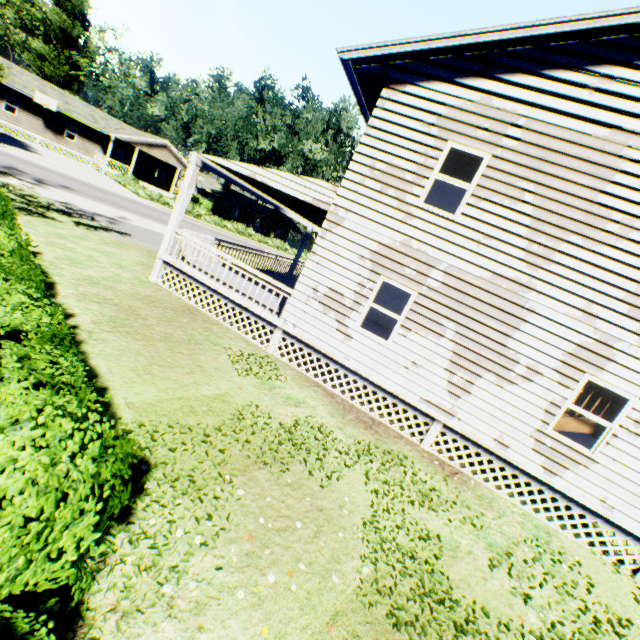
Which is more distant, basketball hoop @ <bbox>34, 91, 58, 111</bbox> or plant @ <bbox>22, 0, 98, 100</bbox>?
plant @ <bbox>22, 0, 98, 100</bbox>

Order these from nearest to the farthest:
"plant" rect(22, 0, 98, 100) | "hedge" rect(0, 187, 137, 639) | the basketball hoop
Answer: "hedge" rect(0, 187, 137, 639)
the basketball hoop
"plant" rect(22, 0, 98, 100)

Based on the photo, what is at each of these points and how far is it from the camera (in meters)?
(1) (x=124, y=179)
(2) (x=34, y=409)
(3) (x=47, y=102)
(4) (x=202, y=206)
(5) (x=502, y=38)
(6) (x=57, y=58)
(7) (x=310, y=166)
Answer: (1) hedge, 34.34
(2) hedge, 2.23
(3) basketball hoop, 32.75
(4) hedge, 45.47
(5) house, 6.71
(6) plant, 40.59
(7) plant, 41.78

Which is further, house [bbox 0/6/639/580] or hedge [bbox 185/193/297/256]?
hedge [bbox 185/193/297/256]

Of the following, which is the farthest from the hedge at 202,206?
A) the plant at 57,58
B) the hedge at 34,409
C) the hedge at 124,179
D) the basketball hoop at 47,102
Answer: the hedge at 34,409

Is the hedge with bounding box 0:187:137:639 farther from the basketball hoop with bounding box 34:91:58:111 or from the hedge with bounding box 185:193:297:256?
the basketball hoop with bounding box 34:91:58:111

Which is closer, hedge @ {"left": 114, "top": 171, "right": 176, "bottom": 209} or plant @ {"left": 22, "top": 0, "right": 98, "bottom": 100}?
hedge @ {"left": 114, "top": 171, "right": 176, "bottom": 209}

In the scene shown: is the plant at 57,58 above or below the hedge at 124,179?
above
